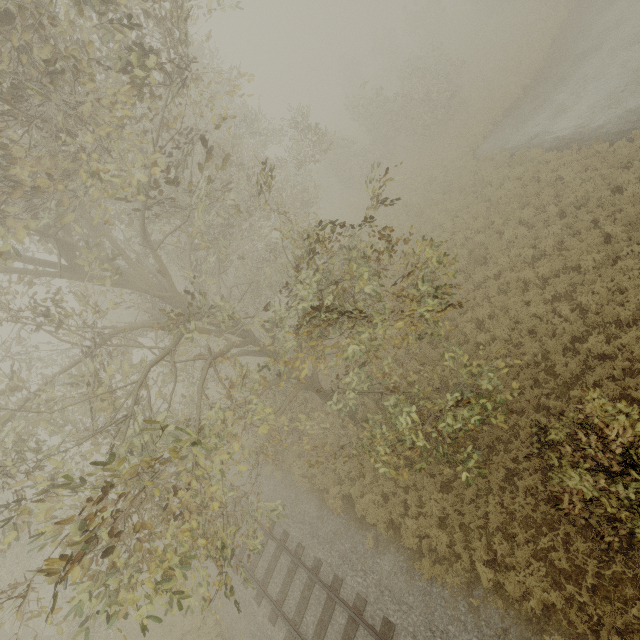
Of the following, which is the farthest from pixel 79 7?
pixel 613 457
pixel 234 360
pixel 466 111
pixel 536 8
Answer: pixel 536 8
